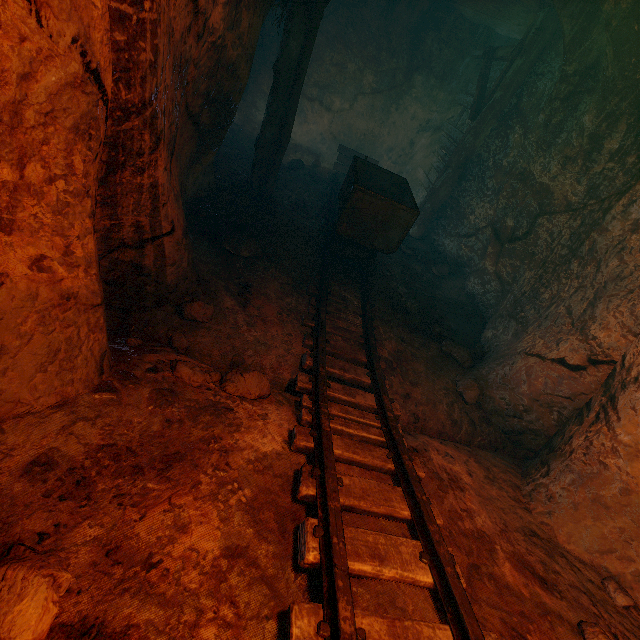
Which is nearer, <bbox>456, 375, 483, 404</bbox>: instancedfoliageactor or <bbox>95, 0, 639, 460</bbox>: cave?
<bbox>95, 0, 639, 460</bbox>: cave

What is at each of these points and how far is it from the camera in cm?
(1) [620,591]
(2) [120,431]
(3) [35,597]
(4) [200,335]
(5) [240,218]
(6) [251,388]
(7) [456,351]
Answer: (1) instancedfoliageactor, 238
(2) burlap sack, 211
(3) instancedfoliageactor, 116
(4) cave, 337
(5) instancedfoliageactor, 523
(6) instancedfoliageactor, 290
(7) instancedfoliageactor, 487

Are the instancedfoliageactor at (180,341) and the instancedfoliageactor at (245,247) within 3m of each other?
yes

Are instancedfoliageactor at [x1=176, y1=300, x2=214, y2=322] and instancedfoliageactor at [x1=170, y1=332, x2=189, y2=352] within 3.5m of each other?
yes

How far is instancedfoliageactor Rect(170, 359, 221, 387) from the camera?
2.67m

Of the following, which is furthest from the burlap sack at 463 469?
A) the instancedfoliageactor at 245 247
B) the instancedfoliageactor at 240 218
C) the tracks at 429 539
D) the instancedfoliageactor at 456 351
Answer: the instancedfoliageactor at 240 218

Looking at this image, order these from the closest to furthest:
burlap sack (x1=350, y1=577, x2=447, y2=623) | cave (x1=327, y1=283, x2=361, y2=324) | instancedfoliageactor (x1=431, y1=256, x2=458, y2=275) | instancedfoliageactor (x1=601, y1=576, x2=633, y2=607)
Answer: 1. burlap sack (x1=350, y1=577, x2=447, y2=623)
2. instancedfoliageactor (x1=601, y1=576, x2=633, y2=607)
3. cave (x1=327, y1=283, x2=361, y2=324)
4. instancedfoliageactor (x1=431, y1=256, x2=458, y2=275)

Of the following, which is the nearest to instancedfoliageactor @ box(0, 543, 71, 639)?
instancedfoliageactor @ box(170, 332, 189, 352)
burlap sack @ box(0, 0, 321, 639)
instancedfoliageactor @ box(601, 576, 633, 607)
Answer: burlap sack @ box(0, 0, 321, 639)
